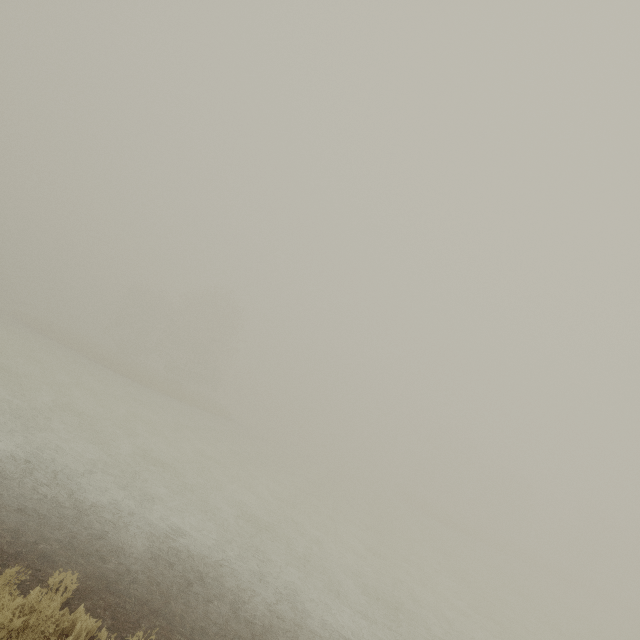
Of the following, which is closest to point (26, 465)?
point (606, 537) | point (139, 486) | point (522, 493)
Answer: point (139, 486)
